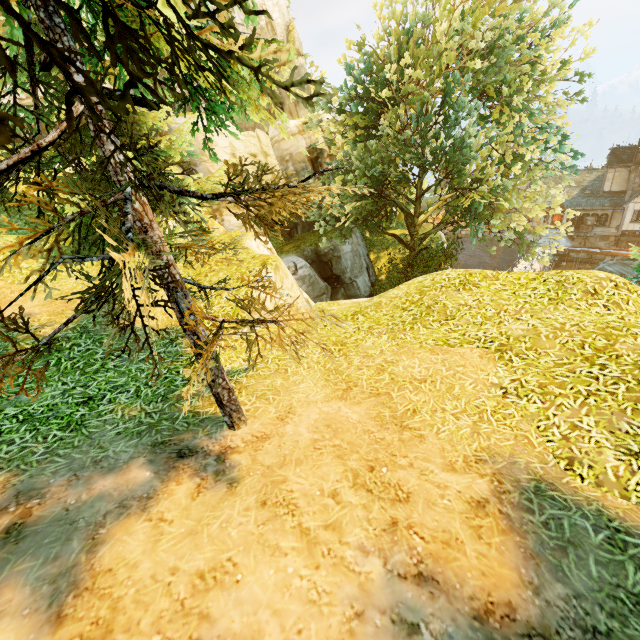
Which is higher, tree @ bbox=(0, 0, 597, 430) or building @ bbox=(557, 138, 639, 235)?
tree @ bbox=(0, 0, 597, 430)

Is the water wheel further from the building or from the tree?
the tree

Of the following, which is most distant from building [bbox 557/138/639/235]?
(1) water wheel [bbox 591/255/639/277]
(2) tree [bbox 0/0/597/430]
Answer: (2) tree [bbox 0/0/597/430]

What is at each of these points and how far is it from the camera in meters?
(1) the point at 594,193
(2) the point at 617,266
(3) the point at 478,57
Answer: (1) building, 37.2 m
(2) water wheel, 35.9 m
(3) tree, 16.1 m

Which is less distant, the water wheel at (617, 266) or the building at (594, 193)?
the building at (594, 193)

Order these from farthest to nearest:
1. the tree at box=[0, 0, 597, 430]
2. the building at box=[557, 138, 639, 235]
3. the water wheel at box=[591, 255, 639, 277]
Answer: the water wheel at box=[591, 255, 639, 277] < the building at box=[557, 138, 639, 235] < the tree at box=[0, 0, 597, 430]

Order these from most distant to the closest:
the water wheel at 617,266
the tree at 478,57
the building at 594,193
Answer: the water wheel at 617,266 < the building at 594,193 < the tree at 478,57
